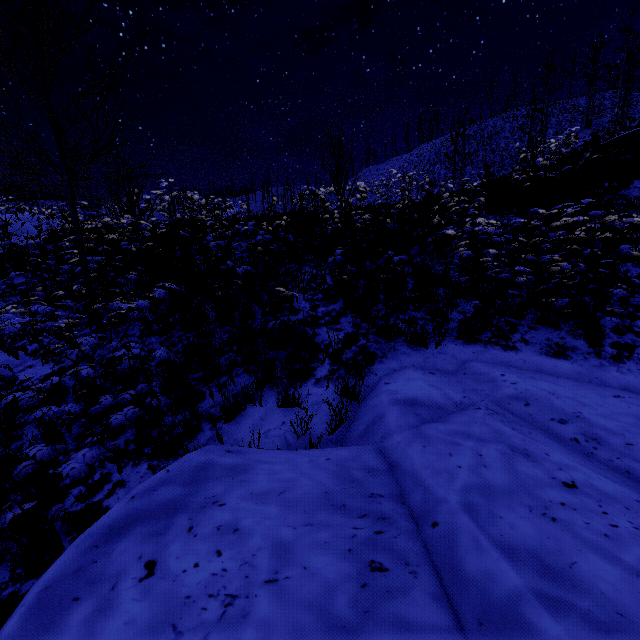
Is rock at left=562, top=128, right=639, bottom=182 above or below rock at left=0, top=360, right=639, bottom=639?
above

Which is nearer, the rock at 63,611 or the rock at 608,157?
the rock at 63,611

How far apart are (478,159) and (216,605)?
62.4m

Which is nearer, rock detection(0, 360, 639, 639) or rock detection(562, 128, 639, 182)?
rock detection(0, 360, 639, 639)

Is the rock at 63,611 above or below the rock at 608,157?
below
